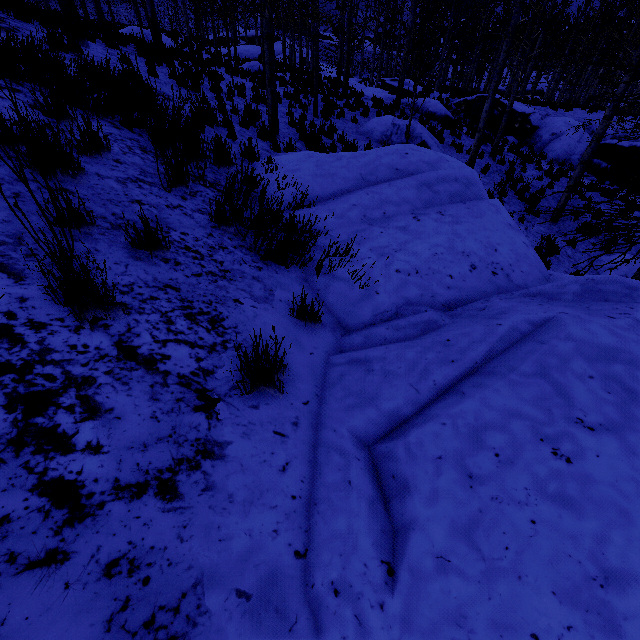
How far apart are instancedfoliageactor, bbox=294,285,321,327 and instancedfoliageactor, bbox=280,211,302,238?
1.41m

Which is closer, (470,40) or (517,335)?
(517,335)

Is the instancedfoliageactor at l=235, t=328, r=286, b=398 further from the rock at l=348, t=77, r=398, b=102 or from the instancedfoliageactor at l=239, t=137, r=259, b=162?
the rock at l=348, t=77, r=398, b=102

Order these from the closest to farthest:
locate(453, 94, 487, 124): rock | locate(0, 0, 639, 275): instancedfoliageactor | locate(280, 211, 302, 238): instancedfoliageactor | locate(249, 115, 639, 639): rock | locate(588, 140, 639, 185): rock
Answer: locate(249, 115, 639, 639): rock < locate(280, 211, 302, 238): instancedfoliageactor < locate(0, 0, 639, 275): instancedfoliageactor < locate(588, 140, 639, 185): rock < locate(453, 94, 487, 124): rock

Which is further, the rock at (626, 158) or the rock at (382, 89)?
the rock at (382, 89)

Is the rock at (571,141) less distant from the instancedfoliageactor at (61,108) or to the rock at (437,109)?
the rock at (437,109)

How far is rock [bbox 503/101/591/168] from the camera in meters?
17.2
